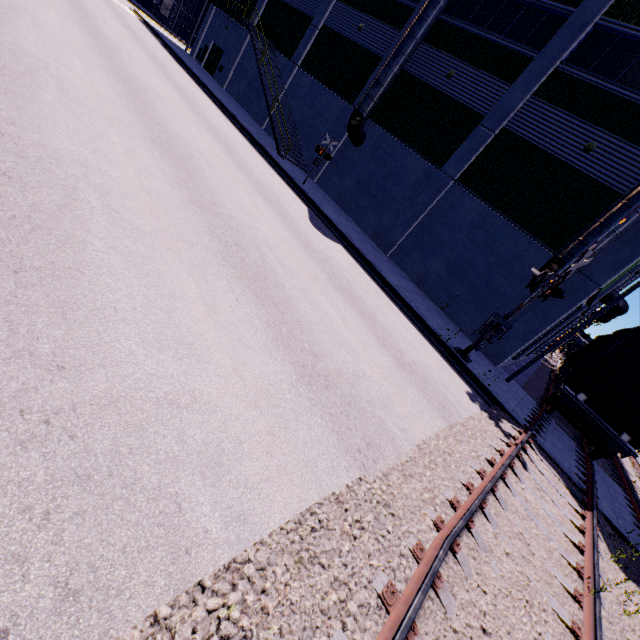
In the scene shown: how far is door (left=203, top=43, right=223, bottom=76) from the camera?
30.3 meters

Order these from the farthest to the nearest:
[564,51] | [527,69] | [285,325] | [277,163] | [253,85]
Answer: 1. [253,85]
2. [277,163]
3. [527,69]
4. [564,51]
5. [285,325]

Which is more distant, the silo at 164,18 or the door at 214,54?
the silo at 164,18

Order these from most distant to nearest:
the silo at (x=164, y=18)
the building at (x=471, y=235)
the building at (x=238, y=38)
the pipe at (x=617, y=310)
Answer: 1. the silo at (x=164, y=18)
2. the building at (x=238, y=38)
3. the pipe at (x=617, y=310)
4. the building at (x=471, y=235)

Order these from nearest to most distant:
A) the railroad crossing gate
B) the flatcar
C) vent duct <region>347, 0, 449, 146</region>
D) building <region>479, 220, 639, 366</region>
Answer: the railroad crossing gate, the flatcar, building <region>479, 220, 639, 366</region>, vent duct <region>347, 0, 449, 146</region>

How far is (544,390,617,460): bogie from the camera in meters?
11.6 m

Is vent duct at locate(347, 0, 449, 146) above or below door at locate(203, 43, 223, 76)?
above

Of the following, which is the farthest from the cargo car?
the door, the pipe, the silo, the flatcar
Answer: the door
